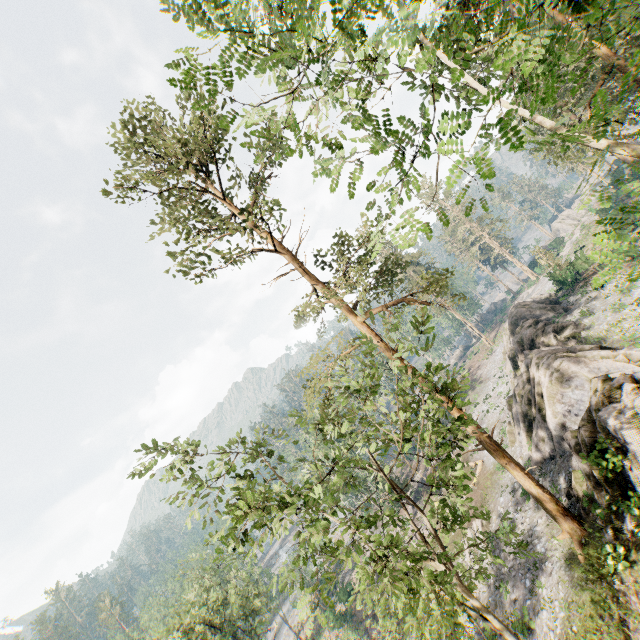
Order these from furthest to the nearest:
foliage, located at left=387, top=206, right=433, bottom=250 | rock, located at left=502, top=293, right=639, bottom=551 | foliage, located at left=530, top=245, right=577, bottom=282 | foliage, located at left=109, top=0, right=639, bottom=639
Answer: foliage, located at left=530, top=245, right=577, bottom=282, rock, located at left=502, top=293, right=639, bottom=551, foliage, located at left=387, top=206, right=433, bottom=250, foliage, located at left=109, top=0, right=639, bottom=639

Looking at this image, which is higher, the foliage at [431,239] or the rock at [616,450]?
the foliage at [431,239]

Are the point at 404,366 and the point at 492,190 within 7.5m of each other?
yes

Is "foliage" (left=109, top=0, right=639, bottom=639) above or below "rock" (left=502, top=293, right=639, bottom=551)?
above

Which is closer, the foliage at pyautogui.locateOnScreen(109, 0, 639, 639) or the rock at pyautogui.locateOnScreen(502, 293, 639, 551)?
the foliage at pyautogui.locateOnScreen(109, 0, 639, 639)

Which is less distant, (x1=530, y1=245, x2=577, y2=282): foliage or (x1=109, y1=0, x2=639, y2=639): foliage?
(x1=109, y1=0, x2=639, y2=639): foliage

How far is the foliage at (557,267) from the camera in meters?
37.7
